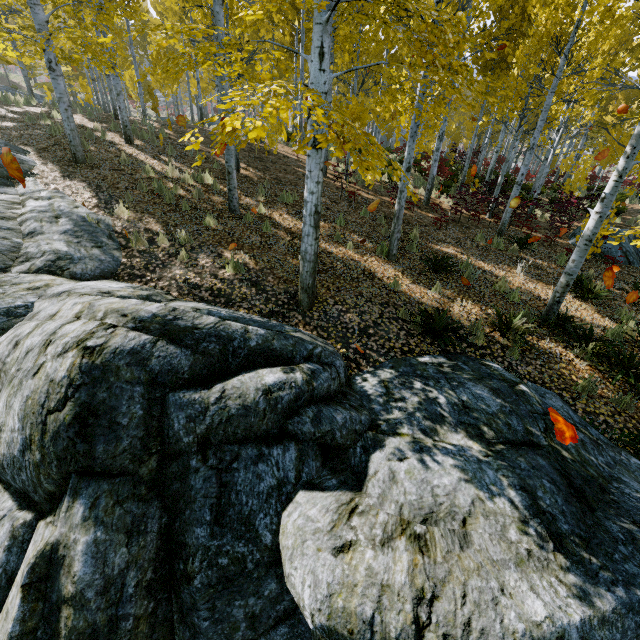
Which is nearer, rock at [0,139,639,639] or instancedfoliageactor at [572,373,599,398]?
rock at [0,139,639,639]

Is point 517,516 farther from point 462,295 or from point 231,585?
point 462,295

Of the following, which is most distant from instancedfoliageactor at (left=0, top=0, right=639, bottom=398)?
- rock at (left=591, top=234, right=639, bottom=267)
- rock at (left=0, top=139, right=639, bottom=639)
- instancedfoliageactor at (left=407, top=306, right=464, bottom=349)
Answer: instancedfoliageactor at (left=407, top=306, right=464, bottom=349)

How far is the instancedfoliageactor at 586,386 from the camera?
5.2m

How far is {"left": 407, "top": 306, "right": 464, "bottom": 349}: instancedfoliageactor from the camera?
5.6m

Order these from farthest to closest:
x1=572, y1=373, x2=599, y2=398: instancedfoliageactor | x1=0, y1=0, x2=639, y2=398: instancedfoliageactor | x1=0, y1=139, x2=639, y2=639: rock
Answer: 1. x1=572, y1=373, x2=599, y2=398: instancedfoliageactor
2. x1=0, y1=0, x2=639, y2=398: instancedfoliageactor
3. x1=0, y1=139, x2=639, y2=639: rock

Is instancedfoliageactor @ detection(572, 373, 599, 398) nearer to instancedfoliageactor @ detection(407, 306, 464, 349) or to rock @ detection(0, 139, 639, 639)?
rock @ detection(0, 139, 639, 639)

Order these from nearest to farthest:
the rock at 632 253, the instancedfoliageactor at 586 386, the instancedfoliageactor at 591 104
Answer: the instancedfoliageactor at 591 104 → the instancedfoliageactor at 586 386 → the rock at 632 253
